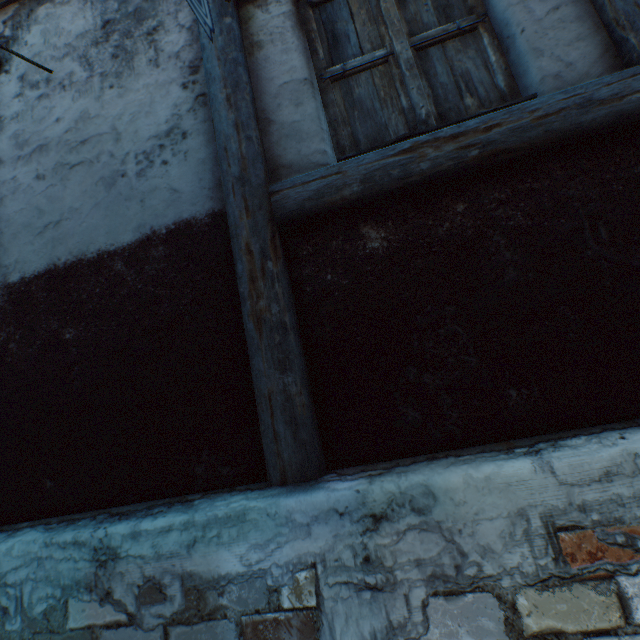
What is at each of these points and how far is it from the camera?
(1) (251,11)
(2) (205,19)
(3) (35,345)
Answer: (1) building, 2.0 meters
(2) clothesline, 1.4 meters
(3) building, 1.9 meters
